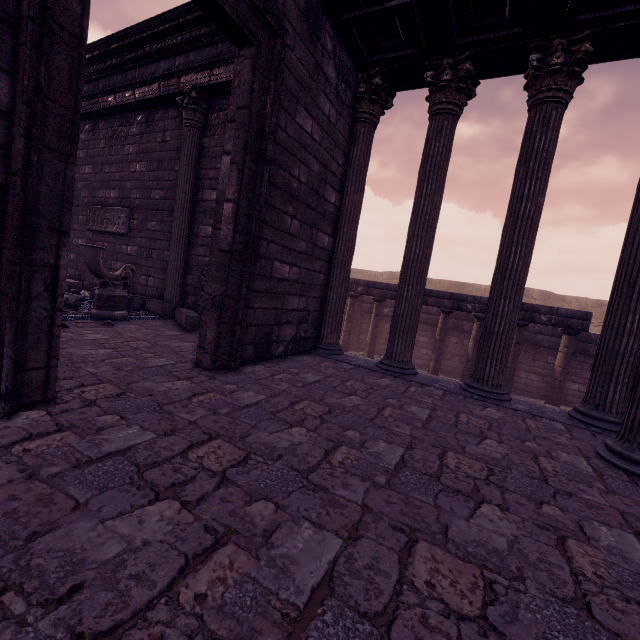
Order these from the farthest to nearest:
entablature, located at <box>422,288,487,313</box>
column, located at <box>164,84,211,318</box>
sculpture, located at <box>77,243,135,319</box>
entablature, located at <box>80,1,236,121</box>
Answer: entablature, located at <box>422,288,487,313</box> < column, located at <box>164,84,211,318</box> < entablature, located at <box>80,1,236,121</box> < sculpture, located at <box>77,243,135,319</box>

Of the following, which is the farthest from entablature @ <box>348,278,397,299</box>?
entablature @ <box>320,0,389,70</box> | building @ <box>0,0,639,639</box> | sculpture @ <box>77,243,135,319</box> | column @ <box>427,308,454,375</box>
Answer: sculpture @ <box>77,243,135,319</box>

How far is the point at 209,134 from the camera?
7.0m

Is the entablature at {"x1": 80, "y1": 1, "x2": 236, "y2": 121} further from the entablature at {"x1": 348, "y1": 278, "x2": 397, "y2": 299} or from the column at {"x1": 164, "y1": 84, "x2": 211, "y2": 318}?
the entablature at {"x1": 348, "y1": 278, "x2": 397, "y2": 299}

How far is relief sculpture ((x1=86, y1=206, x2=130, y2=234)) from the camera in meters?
8.4

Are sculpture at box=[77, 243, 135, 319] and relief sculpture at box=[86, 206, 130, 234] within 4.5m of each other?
yes

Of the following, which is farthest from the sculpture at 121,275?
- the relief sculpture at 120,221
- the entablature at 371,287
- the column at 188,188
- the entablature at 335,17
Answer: the entablature at 371,287

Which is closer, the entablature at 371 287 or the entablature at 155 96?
the entablature at 155 96
